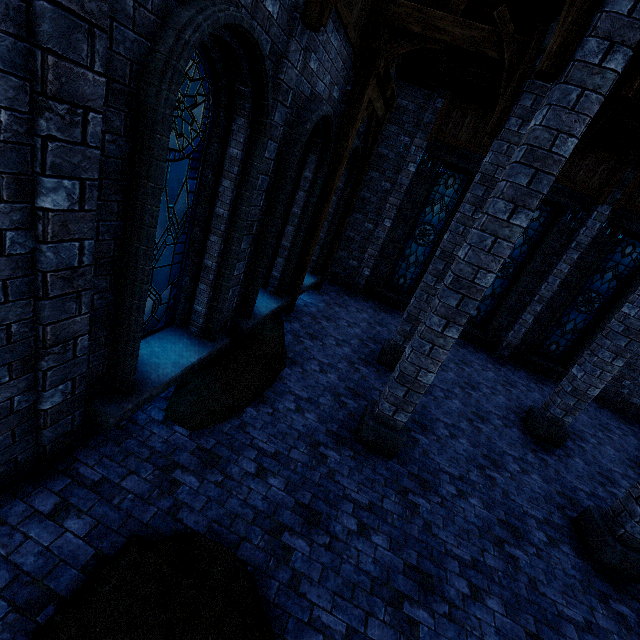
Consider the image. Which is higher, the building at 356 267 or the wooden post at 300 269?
the building at 356 267

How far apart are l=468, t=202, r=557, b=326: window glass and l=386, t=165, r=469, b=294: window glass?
1.8 meters

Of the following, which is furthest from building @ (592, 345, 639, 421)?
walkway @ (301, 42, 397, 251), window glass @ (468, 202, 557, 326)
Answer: window glass @ (468, 202, 557, 326)

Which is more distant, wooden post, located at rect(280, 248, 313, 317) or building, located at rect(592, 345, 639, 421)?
building, located at rect(592, 345, 639, 421)

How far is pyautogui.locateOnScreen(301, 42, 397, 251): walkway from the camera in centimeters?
676cm

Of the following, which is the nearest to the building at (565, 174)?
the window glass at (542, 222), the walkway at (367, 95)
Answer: the walkway at (367, 95)

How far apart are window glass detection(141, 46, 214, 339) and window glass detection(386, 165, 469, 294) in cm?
909

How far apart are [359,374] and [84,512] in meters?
5.4
